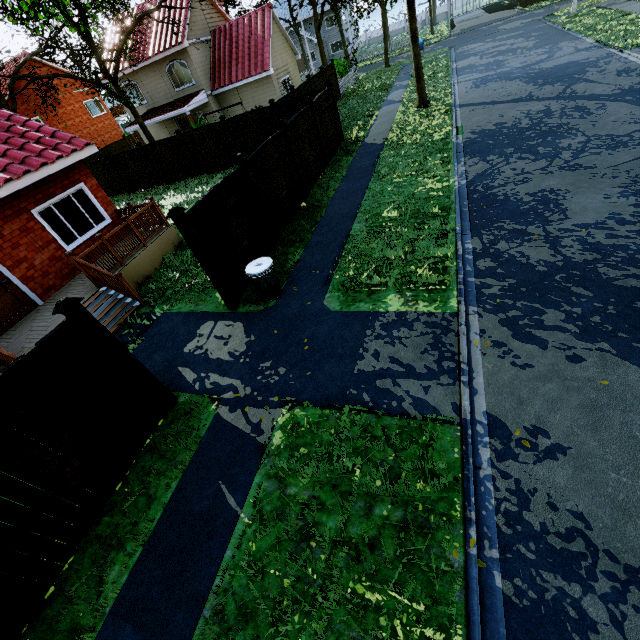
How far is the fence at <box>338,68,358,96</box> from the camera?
25.6 meters

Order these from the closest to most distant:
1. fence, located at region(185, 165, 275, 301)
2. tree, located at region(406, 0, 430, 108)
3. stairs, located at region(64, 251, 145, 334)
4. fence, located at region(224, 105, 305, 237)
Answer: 1. fence, located at region(185, 165, 275, 301)
2. stairs, located at region(64, 251, 145, 334)
3. fence, located at region(224, 105, 305, 237)
4. tree, located at region(406, 0, 430, 108)

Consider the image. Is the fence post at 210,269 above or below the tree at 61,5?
below

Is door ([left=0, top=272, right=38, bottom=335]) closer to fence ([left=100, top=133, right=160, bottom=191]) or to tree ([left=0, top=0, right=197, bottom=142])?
fence ([left=100, top=133, right=160, bottom=191])

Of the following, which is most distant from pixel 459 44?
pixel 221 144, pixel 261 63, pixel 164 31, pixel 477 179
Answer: pixel 477 179

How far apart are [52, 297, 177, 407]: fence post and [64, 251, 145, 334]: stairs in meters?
3.1 m

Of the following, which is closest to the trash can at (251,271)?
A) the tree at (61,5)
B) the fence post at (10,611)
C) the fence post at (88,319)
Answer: the fence post at (88,319)
